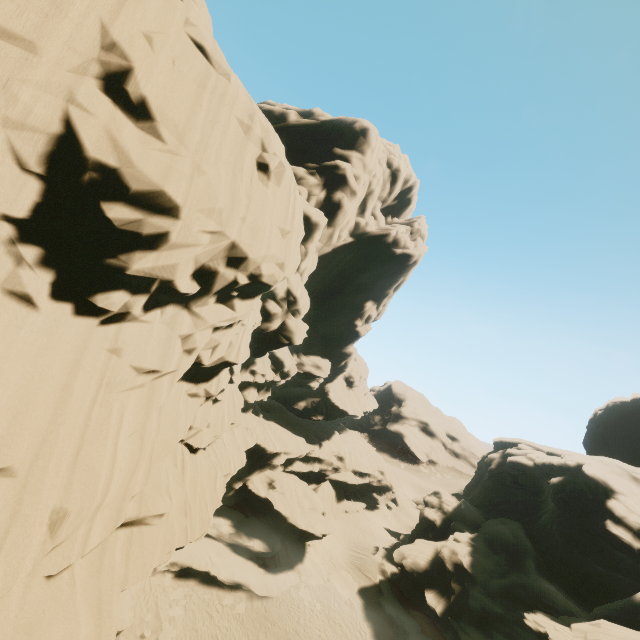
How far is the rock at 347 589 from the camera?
28.9 meters

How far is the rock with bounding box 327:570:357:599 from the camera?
28.9 meters

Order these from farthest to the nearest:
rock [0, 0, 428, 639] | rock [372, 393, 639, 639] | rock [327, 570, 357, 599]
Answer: rock [327, 570, 357, 599], rock [372, 393, 639, 639], rock [0, 0, 428, 639]

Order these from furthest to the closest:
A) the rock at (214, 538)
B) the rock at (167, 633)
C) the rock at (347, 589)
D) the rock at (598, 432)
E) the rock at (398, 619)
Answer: the rock at (347, 589) < the rock at (398, 619) < the rock at (598, 432) < the rock at (167, 633) < the rock at (214, 538)

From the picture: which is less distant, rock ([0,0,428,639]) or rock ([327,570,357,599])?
rock ([0,0,428,639])

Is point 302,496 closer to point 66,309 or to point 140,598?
point 140,598
